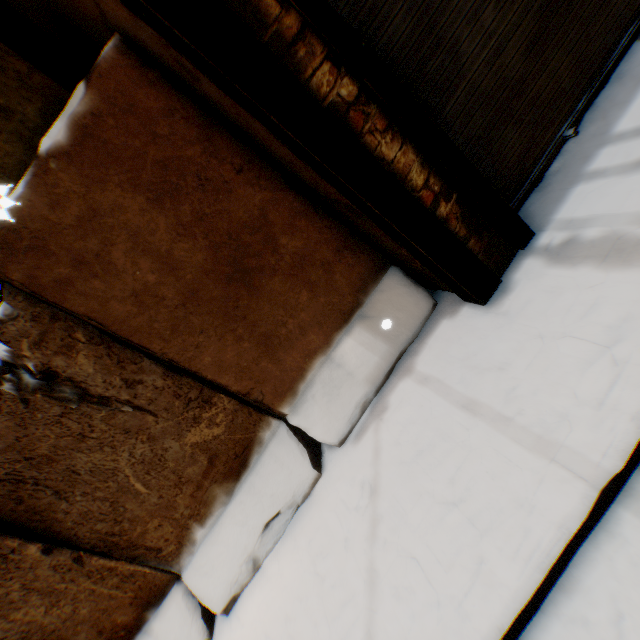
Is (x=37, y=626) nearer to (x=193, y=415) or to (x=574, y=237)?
(x=193, y=415)

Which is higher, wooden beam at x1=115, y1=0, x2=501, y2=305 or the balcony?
the balcony

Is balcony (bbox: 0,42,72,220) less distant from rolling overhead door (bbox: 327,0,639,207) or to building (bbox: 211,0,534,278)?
building (bbox: 211,0,534,278)

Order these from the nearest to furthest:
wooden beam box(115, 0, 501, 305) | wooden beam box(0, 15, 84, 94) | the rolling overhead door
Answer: wooden beam box(115, 0, 501, 305) → the rolling overhead door → wooden beam box(0, 15, 84, 94)

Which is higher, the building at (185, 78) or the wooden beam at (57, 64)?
the wooden beam at (57, 64)

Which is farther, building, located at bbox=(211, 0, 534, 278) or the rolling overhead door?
the rolling overhead door

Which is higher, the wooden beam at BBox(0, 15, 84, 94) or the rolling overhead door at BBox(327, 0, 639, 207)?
the wooden beam at BBox(0, 15, 84, 94)

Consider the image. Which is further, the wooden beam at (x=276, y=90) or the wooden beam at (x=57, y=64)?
the wooden beam at (x=57, y=64)
